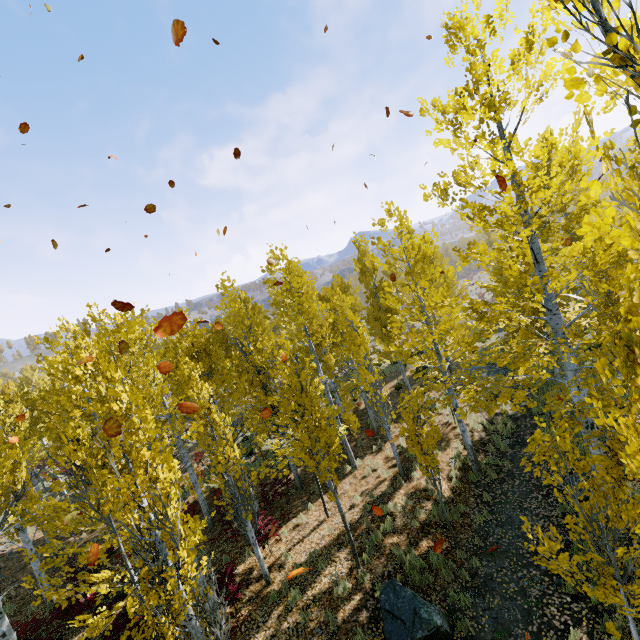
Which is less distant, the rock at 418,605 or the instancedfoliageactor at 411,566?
the rock at 418,605

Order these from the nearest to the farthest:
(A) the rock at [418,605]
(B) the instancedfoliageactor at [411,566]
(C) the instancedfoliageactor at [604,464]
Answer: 1. (C) the instancedfoliageactor at [604,464]
2. (A) the rock at [418,605]
3. (B) the instancedfoliageactor at [411,566]

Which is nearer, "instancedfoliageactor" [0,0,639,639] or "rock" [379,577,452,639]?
"instancedfoliageactor" [0,0,639,639]

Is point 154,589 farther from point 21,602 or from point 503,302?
point 21,602

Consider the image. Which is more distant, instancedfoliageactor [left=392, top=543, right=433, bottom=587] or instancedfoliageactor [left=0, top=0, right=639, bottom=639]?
instancedfoliageactor [left=392, top=543, right=433, bottom=587]

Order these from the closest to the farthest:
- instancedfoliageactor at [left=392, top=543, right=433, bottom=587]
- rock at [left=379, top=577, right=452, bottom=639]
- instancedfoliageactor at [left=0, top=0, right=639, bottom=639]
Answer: instancedfoliageactor at [left=0, top=0, right=639, bottom=639] → rock at [left=379, top=577, right=452, bottom=639] → instancedfoliageactor at [left=392, top=543, right=433, bottom=587]

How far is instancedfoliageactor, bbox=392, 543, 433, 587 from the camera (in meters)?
8.34
